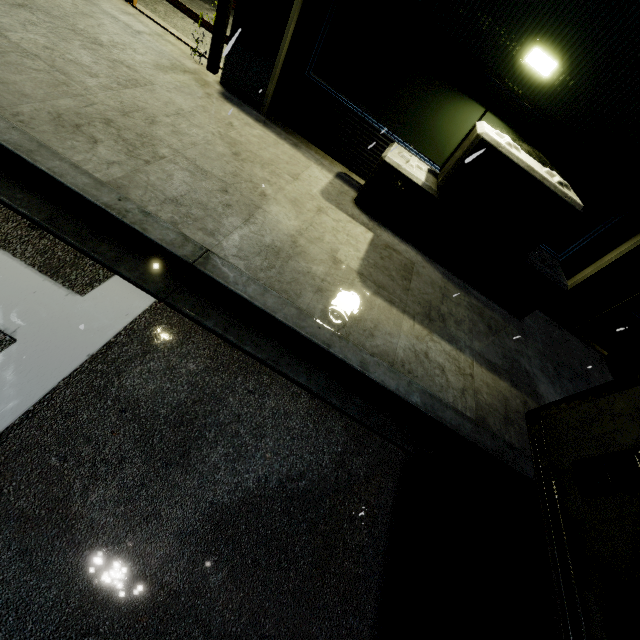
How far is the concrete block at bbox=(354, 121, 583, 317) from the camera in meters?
4.8 m

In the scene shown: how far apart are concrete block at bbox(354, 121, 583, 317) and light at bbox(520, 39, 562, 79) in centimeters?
83cm

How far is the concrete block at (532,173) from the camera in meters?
4.8

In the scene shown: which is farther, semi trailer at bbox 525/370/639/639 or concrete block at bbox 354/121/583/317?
concrete block at bbox 354/121/583/317

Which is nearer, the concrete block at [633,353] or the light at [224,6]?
the light at [224,6]

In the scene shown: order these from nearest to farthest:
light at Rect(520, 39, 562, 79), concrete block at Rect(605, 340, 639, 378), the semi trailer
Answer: the semi trailer → light at Rect(520, 39, 562, 79) → concrete block at Rect(605, 340, 639, 378)

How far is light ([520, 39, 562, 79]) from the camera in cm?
458

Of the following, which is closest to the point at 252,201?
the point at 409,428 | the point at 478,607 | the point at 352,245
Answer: the point at 352,245
